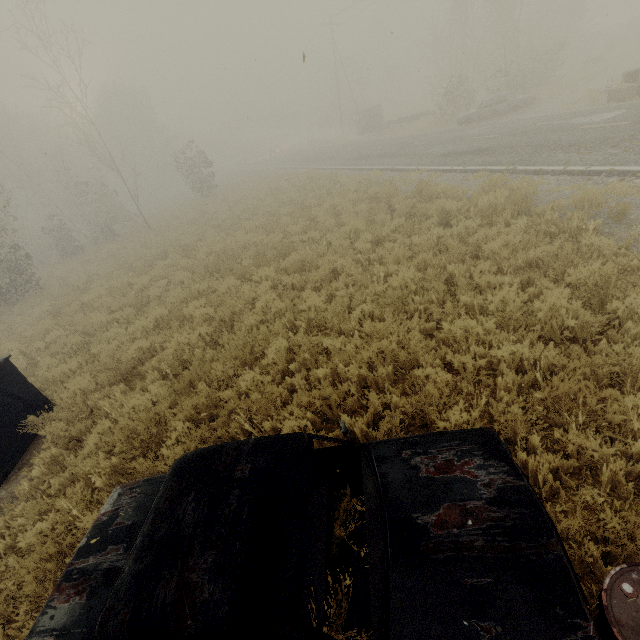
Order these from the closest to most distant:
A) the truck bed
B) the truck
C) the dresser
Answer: the truck bed < the dresser < the truck

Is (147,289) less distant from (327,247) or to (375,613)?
(327,247)

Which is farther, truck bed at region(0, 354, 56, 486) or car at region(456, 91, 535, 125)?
car at region(456, 91, 535, 125)

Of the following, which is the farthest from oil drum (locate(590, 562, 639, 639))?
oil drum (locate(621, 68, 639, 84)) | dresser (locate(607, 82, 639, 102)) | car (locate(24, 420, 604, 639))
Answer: oil drum (locate(621, 68, 639, 84))

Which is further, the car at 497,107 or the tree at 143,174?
the car at 497,107

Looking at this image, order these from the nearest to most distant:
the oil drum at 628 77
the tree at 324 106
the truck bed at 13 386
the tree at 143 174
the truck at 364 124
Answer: the truck bed at 13 386 < the oil drum at 628 77 < the tree at 143 174 < the truck at 364 124 < the tree at 324 106

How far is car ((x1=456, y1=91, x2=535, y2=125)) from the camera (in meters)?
19.12

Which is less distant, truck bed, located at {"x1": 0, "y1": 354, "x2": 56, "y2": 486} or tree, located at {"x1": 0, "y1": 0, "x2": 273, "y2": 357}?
truck bed, located at {"x1": 0, "y1": 354, "x2": 56, "y2": 486}
